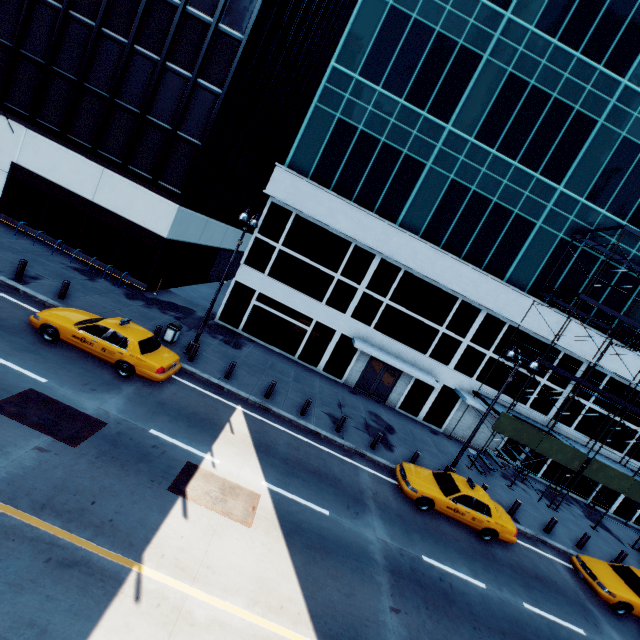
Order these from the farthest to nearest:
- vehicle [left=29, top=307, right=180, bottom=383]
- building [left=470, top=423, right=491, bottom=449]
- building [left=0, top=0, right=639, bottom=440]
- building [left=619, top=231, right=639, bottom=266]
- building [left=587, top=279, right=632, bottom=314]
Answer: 1. building [left=470, top=423, right=491, bottom=449]
2. building [left=587, top=279, right=632, bottom=314]
3. building [left=619, top=231, right=639, bottom=266]
4. building [left=0, top=0, right=639, bottom=440]
5. vehicle [left=29, top=307, right=180, bottom=383]

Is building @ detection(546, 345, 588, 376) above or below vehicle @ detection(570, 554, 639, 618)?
above

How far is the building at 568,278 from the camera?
20.7 meters

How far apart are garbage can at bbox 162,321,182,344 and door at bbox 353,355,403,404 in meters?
12.0 m

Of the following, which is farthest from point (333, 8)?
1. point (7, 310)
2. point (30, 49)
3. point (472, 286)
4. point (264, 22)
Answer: point (7, 310)

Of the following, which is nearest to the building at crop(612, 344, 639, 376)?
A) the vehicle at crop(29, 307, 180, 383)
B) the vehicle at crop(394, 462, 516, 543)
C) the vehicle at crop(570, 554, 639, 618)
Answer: the vehicle at crop(394, 462, 516, 543)

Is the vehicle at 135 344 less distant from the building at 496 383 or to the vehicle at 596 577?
the building at 496 383

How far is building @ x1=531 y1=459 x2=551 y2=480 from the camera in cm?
2316
